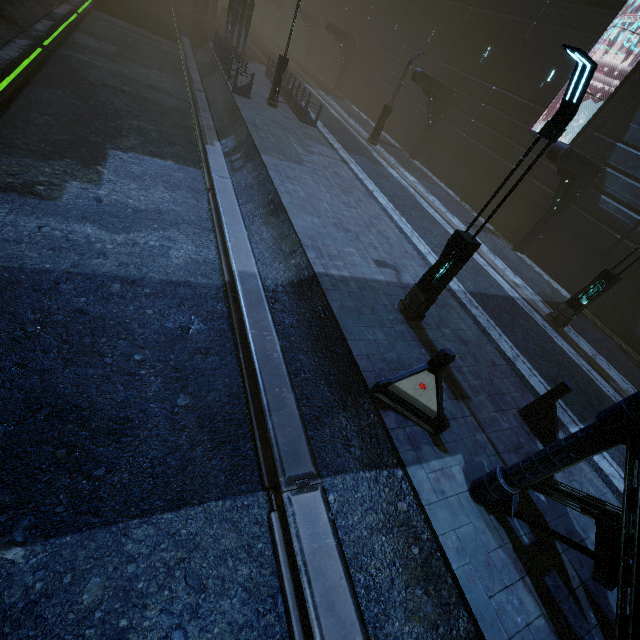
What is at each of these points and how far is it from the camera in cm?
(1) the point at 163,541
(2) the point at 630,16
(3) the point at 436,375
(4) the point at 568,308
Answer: (1) train rail, 433
(2) building, 1427
(3) barrier, 607
(4) street light, 1179

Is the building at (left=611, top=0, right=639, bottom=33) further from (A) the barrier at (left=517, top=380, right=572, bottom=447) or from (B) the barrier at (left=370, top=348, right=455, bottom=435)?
(A) the barrier at (left=517, top=380, right=572, bottom=447)

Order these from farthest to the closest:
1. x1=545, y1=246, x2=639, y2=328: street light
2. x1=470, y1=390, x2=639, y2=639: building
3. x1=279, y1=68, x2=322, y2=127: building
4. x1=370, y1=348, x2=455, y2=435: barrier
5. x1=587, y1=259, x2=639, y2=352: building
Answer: x1=279, y1=68, x2=322, y2=127: building
x1=587, y1=259, x2=639, y2=352: building
x1=545, y1=246, x2=639, y2=328: street light
x1=370, y1=348, x2=455, y2=435: barrier
x1=470, y1=390, x2=639, y2=639: building

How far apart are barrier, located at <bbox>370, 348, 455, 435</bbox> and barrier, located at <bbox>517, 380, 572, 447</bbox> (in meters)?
2.75

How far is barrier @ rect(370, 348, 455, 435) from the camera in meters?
5.9 m

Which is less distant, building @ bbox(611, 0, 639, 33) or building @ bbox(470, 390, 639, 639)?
building @ bbox(470, 390, 639, 639)

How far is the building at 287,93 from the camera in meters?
19.1 m

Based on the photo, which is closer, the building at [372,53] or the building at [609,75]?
the building at [609,75]
